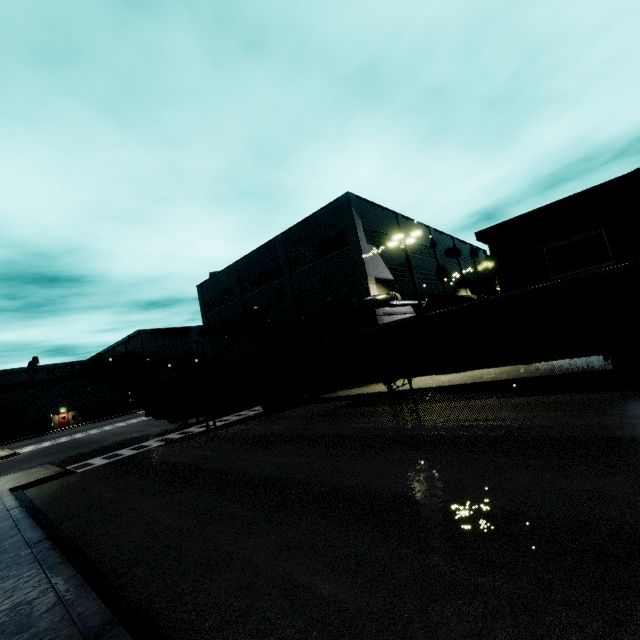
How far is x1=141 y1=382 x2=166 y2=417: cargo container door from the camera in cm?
1811

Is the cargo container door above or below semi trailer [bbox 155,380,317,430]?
above

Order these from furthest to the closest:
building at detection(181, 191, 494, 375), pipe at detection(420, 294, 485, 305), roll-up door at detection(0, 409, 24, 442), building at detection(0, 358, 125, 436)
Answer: building at detection(0, 358, 125, 436)
roll-up door at detection(0, 409, 24, 442)
pipe at detection(420, 294, 485, 305)
building at detection(181, 191, 494, 375)

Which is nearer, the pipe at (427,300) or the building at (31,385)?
the pipe at (427,300)

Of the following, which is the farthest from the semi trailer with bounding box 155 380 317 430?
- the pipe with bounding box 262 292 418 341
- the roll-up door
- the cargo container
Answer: the roll-up door

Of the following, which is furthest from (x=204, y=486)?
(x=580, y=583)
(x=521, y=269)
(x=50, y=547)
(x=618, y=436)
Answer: (x=521, y=269)

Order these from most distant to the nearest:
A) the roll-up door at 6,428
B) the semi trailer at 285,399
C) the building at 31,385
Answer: the building at 31,385 → the roll-up door at 6,428 → the semi trailer at 285,399

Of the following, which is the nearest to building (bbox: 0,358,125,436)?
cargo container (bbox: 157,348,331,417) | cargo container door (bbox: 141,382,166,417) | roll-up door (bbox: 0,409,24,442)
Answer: roll-up door (bbox: 0,409,24,442)
